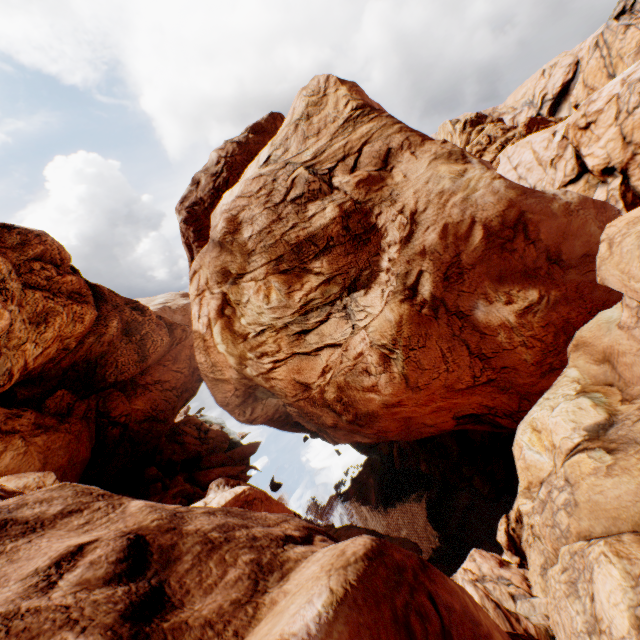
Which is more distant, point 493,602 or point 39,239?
point 39,239
